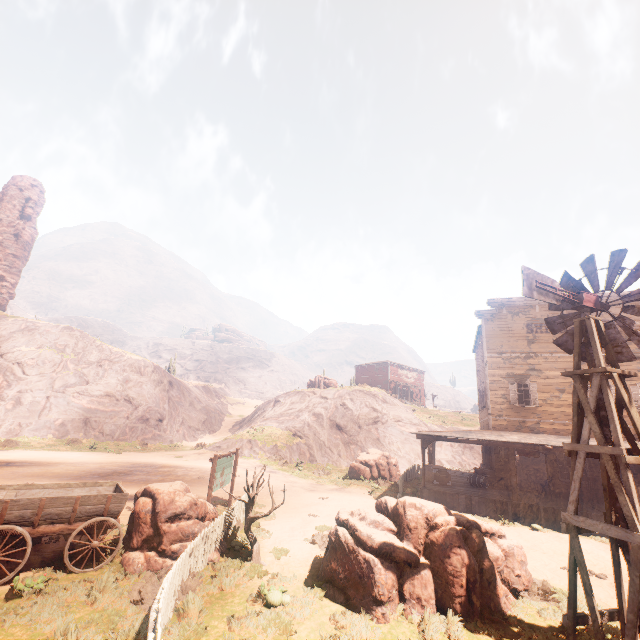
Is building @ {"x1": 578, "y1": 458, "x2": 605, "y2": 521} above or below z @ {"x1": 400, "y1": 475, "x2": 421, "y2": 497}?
above

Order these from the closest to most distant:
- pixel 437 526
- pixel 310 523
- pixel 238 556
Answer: pixel 437 526 < pixel 238 556 < pixel 310 523

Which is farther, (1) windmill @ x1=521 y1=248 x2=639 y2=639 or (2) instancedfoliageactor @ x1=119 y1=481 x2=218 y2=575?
(2) instancedfoliageactor @ x1=119 y1=481 x2=218 y2=575

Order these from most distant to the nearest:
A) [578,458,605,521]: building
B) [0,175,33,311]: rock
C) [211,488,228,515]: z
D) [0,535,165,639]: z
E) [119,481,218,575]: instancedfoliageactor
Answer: [0,175,33,311]: rock
[578,458,605,521]: building
[211,488,228,515]: z
[119,481,218,575]: instancedfoliageactor
[0,535,165,639]: z

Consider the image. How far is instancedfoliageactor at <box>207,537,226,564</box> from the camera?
8.4 meters

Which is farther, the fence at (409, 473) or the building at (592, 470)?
the fence at (409, 473)

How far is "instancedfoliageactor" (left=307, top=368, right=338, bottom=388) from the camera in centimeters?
4400cm

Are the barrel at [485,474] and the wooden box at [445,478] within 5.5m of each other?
yes
